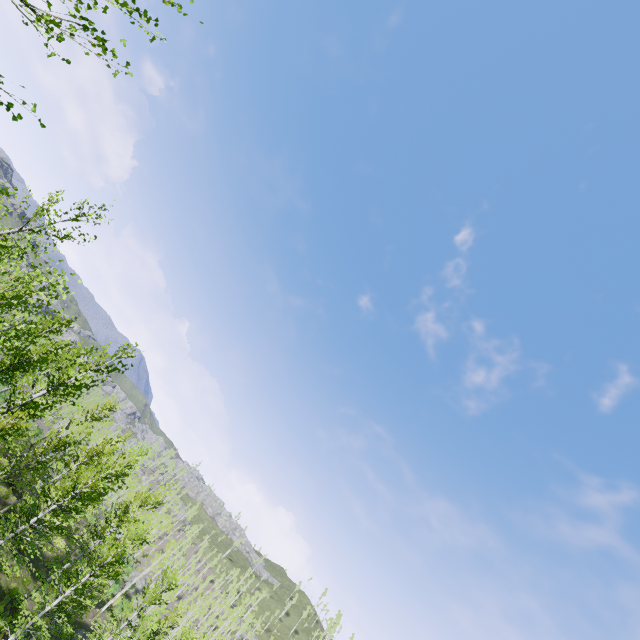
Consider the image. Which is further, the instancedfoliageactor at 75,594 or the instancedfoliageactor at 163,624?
the instancedfoliageactor at 163,624

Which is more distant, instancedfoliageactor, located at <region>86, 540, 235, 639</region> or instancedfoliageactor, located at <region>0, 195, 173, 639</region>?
instancedfoliageactor, located at <region>86, 540, 235, 639</region>

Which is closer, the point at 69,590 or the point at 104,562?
the point at 69,590
